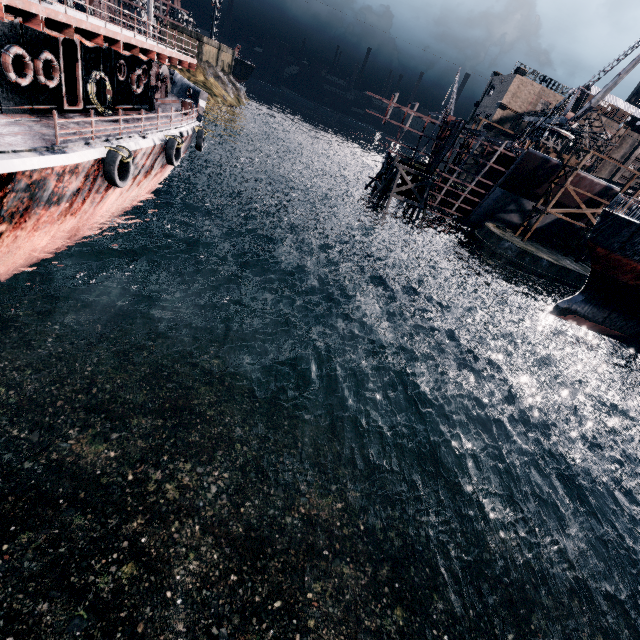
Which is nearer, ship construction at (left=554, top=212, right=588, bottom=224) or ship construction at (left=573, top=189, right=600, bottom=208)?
ship construction at (left=573, top=189, right=600, bottom=208)

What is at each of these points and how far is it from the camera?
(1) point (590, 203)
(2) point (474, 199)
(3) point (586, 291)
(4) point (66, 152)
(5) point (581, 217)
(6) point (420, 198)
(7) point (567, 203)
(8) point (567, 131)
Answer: (1) ship construction, 41.2m
(2) ship construction, 44.6m
(3) ship, 24.0m
(4) ship, 10.8m
(5) ship construction, 42.8m
(6) wooden support structure, 42.6m
(7) ship construction, 41.7m
(8) crane, 55.5m

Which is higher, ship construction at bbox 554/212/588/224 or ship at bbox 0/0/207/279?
ship construction at bbox 554/212/588/224

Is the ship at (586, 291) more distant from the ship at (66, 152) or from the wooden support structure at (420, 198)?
the ship at (66, 152)

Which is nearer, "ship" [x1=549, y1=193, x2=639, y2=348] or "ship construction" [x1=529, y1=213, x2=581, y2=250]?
"ship" [x1=549, y1=193, x2=639, y2=348]

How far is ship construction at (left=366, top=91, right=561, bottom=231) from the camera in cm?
3941

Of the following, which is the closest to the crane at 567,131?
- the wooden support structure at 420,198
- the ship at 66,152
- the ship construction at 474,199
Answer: the ship construction at 474,199
